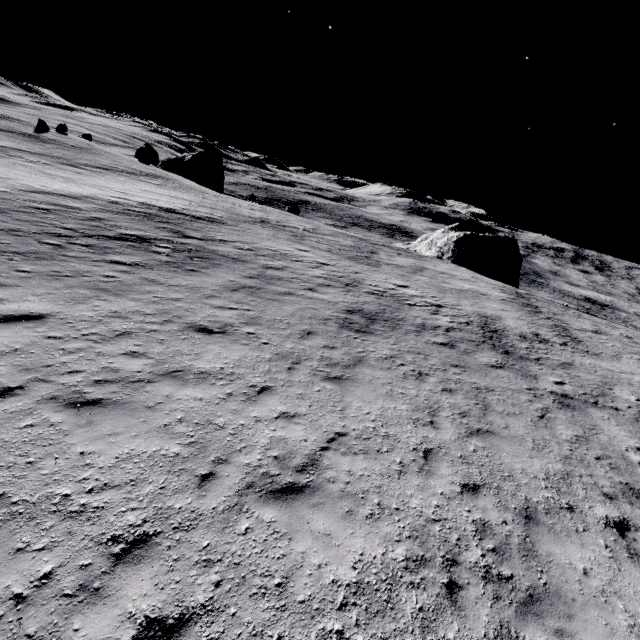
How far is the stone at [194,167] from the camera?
53.44m

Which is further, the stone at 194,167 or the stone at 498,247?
the stone at 194,167

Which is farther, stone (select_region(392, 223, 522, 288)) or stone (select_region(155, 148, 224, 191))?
stone (select_region(155, 148, 224, 191))

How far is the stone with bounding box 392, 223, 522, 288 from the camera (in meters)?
40.84

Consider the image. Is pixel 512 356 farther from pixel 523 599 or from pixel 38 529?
pixel 38 529

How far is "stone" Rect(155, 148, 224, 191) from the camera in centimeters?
5344cm
